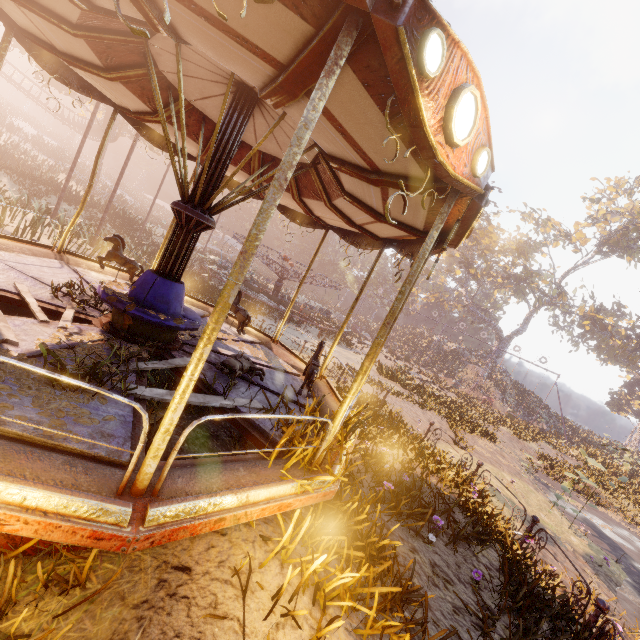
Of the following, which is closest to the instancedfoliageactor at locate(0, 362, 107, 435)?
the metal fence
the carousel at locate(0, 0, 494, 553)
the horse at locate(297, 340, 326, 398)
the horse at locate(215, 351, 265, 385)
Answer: the carousel at locate(0, 0, 494, 553)

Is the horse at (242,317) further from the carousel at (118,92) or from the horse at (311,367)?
the horse at (311,367)

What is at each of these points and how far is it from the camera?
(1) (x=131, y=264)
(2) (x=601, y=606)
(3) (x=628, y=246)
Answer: (1) horse, 7.4m
(2) metal fence, 4.6m
(3) tree, 40.5m

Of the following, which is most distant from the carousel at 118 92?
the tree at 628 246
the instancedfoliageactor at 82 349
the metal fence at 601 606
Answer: the tree at 628 246

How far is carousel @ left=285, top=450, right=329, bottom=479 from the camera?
3.3m

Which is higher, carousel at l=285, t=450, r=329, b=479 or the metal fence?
carousel at l=285, t=450, r=329, b=479

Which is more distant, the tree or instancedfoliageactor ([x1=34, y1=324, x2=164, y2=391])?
the tree

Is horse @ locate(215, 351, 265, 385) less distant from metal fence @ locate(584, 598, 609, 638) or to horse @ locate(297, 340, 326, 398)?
horse @ locate(297, 340, 326, 398)
